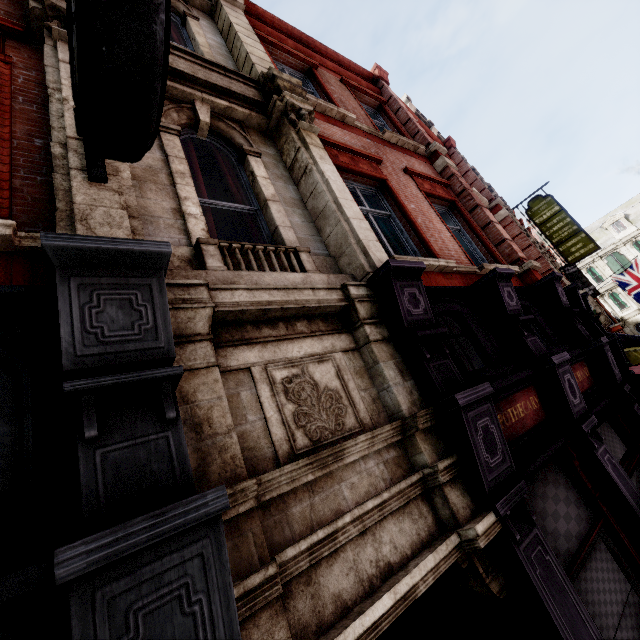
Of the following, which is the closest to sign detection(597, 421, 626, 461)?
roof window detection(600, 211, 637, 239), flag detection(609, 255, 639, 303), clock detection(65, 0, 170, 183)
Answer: clock detection(65, 0, 170, 183)

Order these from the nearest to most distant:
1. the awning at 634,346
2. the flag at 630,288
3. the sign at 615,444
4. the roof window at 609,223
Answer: the sign at 615,444 < the awning at 634,346 < the flag at 630,288 < the roof window at 609,223

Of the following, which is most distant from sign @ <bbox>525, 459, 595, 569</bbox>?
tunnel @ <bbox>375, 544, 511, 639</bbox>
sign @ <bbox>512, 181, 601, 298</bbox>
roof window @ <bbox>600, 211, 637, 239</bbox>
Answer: roof window @ <bbox>600, 211, 637, 239</bbox>

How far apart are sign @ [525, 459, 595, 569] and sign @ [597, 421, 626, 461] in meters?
1.3 m

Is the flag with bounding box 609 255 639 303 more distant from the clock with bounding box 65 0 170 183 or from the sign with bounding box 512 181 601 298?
the clock with bounding box 65 0 170 183

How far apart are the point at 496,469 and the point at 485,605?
1.30m

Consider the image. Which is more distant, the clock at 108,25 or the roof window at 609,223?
the roof window at 609,223

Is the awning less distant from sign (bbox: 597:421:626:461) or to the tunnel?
sign (bbox: 597:421:626:461)
